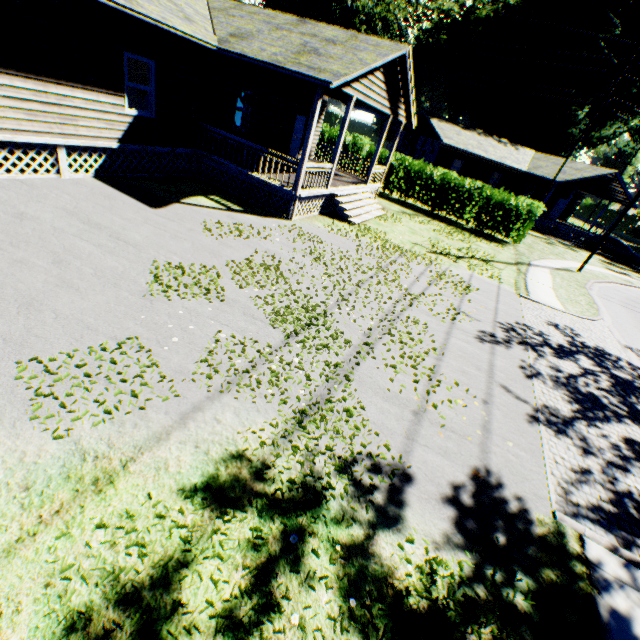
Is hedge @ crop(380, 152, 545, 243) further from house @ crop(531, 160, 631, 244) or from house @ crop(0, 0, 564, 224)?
house @ crop(531, 160, 631, 244)

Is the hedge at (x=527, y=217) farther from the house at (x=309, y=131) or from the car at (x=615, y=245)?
the car at (x=615, y=245)

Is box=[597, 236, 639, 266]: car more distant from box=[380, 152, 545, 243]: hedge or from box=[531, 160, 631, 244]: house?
box=[380, 152, 545, 243]: hedge

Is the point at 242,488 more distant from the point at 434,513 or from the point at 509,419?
the point at 509,419

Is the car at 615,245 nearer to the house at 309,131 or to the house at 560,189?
the house at 560,189

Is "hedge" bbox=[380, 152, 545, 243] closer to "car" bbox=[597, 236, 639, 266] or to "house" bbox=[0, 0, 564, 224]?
"house" bbox=[0, 0, 564, 224]

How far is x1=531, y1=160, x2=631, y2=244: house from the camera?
29.94m

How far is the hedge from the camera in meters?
20.4 m
